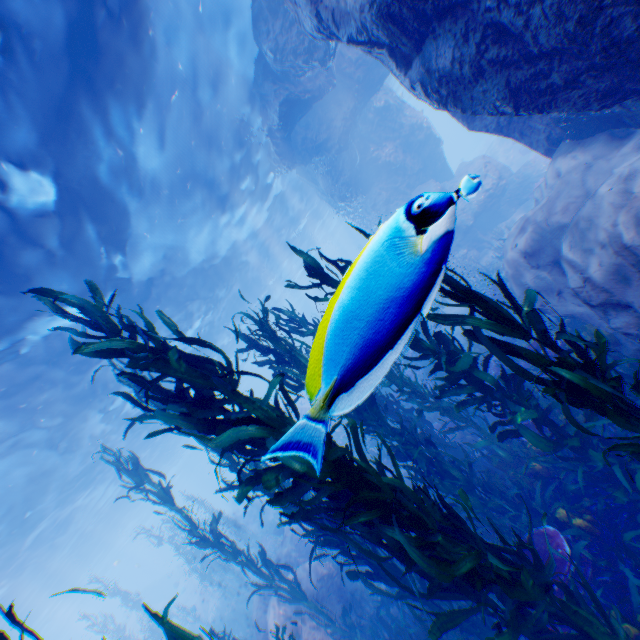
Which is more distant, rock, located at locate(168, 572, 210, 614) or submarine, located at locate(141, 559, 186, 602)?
submarine, located at locate(141, 559, 186, 602)

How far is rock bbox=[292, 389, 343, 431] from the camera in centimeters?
83cm

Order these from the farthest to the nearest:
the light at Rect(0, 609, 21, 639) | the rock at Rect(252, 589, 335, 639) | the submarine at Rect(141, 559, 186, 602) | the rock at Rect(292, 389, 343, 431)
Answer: the submarine at Rect(141, 559, 186, 602), the light at Rect(0, 609, 21, 639), the rock at Rect(252, 589, 335, 639), the rock at Rect(292, 389, 343, 431)

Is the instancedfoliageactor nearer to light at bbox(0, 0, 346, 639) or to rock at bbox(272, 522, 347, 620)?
rock at bbox(272, 522, 347, 620)

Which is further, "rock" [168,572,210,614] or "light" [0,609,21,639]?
"rock" [168,572,210,614]

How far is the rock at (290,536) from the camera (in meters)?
9.91

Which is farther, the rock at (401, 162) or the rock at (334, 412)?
the rock at (401, 162)

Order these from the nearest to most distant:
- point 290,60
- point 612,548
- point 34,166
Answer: point 612,548
point 34,166
point 290,60
